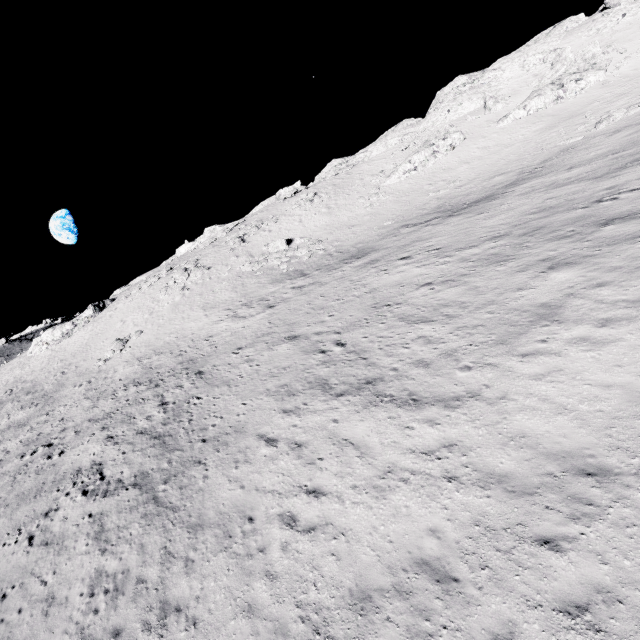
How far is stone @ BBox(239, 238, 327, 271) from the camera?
36.8 meters

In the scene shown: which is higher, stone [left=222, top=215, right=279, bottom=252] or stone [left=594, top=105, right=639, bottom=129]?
stone [left=222, top=215, right=279, bottom=252]

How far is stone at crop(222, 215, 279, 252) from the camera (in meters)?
44.79

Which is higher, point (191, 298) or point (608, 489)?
point (191, 298)

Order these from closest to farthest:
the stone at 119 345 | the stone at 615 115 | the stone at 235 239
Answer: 1. the stone at 615 115
2. the stone at 119 345
3. the stone at 235 239

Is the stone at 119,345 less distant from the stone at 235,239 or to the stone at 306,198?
the stone at 235,239

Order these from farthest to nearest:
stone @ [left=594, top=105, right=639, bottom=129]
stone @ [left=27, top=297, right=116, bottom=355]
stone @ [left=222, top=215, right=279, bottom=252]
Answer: stone @ [left=27, top=297, right=116, bottom=355] < stone @ [left=222, top=215, right=279, bottom=252] < stone @ [left=594, top=105, right=639, bottom=129]

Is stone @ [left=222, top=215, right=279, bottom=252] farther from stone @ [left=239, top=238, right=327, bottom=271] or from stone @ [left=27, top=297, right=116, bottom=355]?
stone @ [left=27, top=297, right=116, bottom=355]
